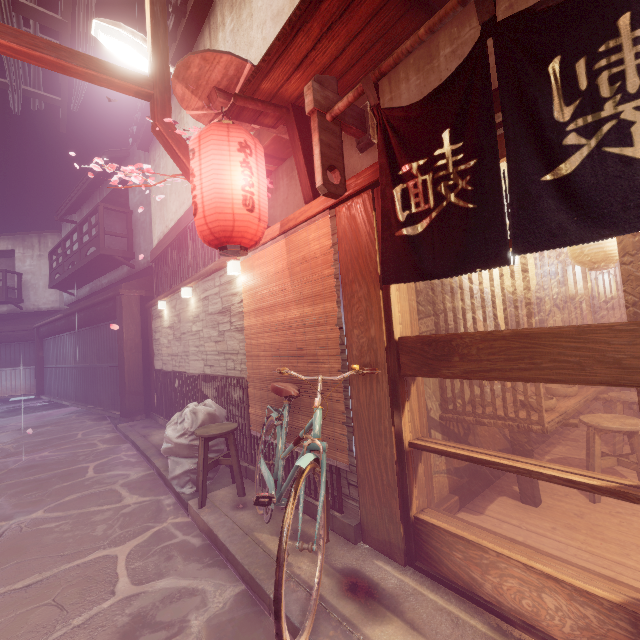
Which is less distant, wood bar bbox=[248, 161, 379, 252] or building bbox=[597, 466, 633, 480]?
wood bar bbox=[248, 161, 379, 252]

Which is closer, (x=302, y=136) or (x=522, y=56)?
(x=522, y=56)

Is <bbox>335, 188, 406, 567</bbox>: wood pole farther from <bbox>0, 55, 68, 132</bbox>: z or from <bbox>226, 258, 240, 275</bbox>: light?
<bbox>0, 55, 68, 132</bbox>: z

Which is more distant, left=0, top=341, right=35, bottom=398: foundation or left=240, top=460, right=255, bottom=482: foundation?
left=0, top=341, right=35, bottom=398: foundation

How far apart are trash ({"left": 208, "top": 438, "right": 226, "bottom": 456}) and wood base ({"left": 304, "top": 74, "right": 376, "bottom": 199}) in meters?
5.7 m

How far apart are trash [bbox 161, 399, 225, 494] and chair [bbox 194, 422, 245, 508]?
0.0m

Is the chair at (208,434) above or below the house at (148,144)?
below

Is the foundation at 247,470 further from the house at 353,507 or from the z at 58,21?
the z at 58,21
